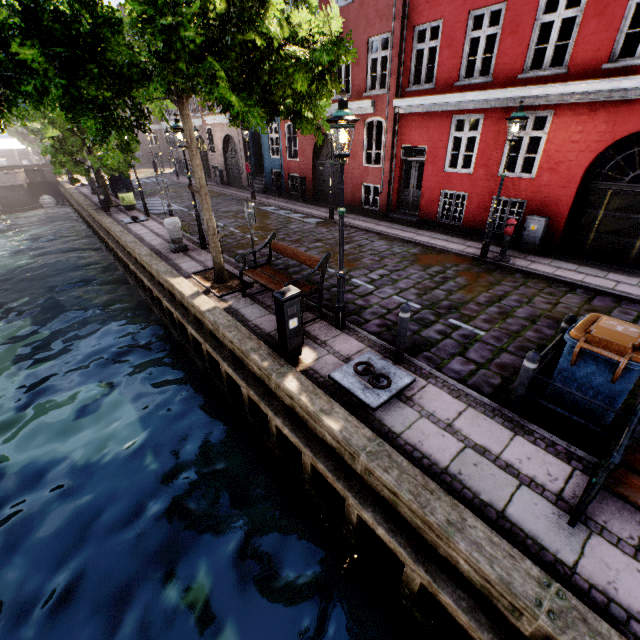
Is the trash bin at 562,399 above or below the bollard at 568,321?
below

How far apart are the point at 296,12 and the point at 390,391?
7.23m

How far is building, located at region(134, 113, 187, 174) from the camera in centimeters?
3086cm

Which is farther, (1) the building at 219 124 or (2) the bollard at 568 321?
(1) the building at 219 124

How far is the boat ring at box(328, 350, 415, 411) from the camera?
4.8 meters

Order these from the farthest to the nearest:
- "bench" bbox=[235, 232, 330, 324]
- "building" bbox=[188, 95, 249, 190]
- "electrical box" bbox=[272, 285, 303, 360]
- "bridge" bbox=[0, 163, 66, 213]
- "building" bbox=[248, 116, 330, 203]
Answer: "bridge" bbox=[0, 163, 66, 213] → "building" bbox=[188, 95, 249, 190] → "building" bbox=[248, 116, 330, 203] → "bench" bbox=[235, 232, 330, 324] → "electrical box" bbox=[272, 285, 303, 360]

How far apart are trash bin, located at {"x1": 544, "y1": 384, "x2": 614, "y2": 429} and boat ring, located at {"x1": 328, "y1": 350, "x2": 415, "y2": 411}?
1.78m

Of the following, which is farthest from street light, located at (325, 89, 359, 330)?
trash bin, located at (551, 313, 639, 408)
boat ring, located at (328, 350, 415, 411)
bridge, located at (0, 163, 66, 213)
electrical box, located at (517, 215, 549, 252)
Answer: trash bin, located at (551, 313, 639, 408)
